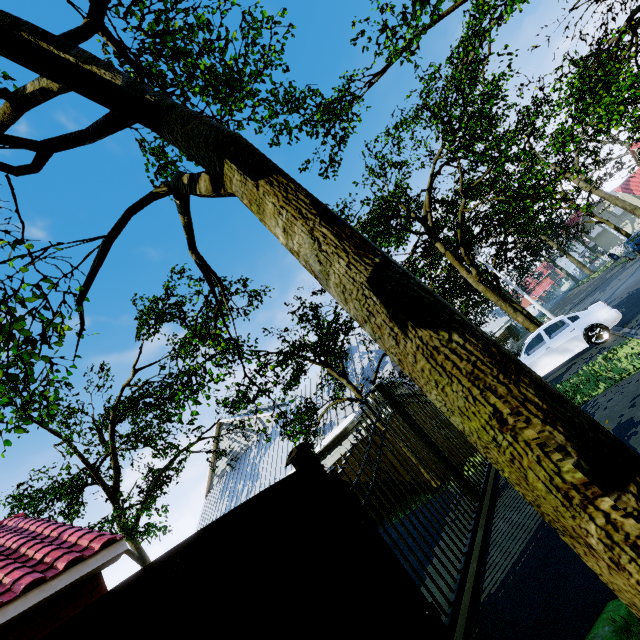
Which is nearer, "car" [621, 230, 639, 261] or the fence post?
the fence post

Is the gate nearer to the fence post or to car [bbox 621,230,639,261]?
the fence post

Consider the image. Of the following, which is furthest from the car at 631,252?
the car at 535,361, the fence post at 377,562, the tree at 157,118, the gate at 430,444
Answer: the fence post at 377,562

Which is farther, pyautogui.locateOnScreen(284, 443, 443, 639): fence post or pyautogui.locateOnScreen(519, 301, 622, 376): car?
pyautogui.locateOnScreen(519, 301, 622, 376): car

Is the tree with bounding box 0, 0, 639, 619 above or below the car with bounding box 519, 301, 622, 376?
above

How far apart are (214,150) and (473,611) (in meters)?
5.71

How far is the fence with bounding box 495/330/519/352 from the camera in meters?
27.6 m

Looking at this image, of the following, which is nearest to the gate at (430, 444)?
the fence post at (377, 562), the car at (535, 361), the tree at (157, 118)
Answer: the fence post at (377, 562)
